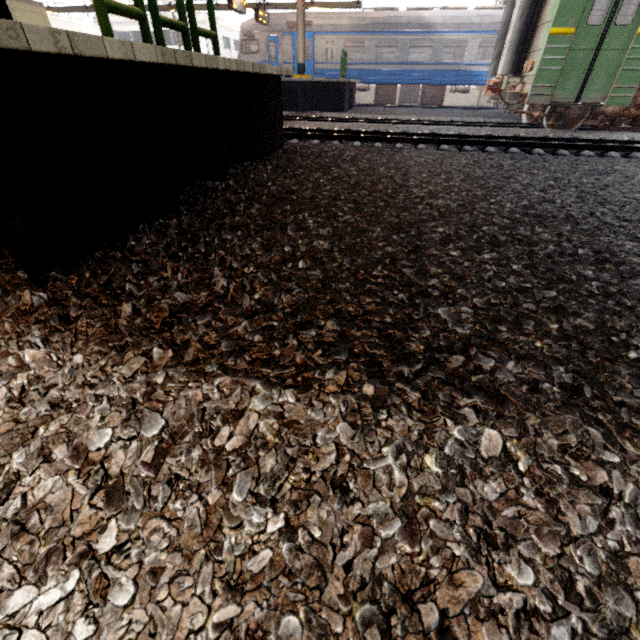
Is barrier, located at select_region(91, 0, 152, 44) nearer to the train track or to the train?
the train track

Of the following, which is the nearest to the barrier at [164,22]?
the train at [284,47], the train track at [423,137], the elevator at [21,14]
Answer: the train track at [423,137]

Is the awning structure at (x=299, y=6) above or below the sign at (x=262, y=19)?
above

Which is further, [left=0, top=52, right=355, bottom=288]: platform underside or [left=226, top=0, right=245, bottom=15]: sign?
[left=226, top=0, right=245, bottom=15]: sign

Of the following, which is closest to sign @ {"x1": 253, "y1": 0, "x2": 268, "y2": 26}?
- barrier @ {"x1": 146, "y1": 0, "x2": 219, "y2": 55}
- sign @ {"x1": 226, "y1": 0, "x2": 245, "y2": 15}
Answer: sign @ {"x1": 226, "y1": 0, "x2": 245, "y2": 15}

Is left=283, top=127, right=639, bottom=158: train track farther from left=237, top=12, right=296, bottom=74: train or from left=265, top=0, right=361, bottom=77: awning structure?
left=237, top=12, right=296, bottom=74: train

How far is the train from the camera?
17.0 meters

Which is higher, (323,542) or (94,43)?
(94,43)
